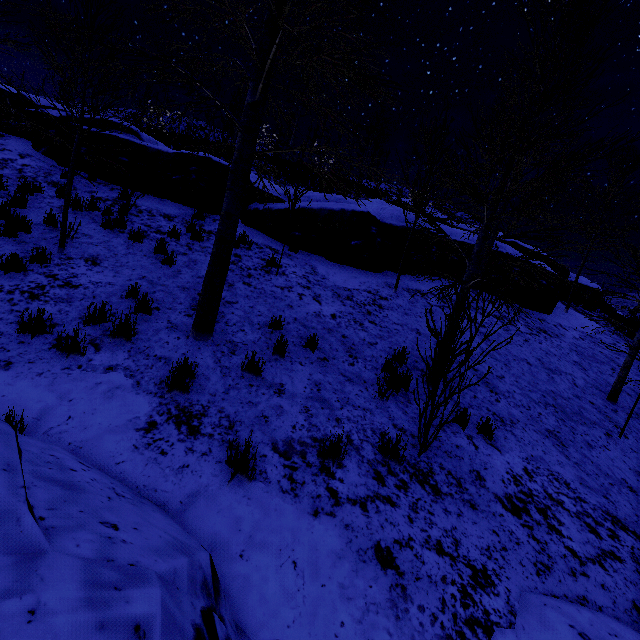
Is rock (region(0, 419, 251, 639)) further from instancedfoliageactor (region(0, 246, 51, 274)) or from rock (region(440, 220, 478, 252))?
rock (region(440, 220, 478, 252))

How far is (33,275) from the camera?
5.2 meters

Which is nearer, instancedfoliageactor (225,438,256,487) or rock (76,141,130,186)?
instancedfoliageactor (225,438,256,487)

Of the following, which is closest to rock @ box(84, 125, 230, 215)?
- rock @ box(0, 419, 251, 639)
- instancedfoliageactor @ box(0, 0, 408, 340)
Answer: instancedfoliageactor @ box(0, 0, 408, 340)

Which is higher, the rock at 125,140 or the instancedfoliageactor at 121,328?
Result: the rock at 125,140

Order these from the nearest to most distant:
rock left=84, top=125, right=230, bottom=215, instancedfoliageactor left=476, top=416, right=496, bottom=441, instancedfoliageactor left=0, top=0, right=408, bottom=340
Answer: instancedfoliageactor left=0, top=0, right=408, bottom=340 → instancedfoliageactor left=476, top=416, right=496, bottom=441 → rock left=84, top=125, right=230, bottom=215

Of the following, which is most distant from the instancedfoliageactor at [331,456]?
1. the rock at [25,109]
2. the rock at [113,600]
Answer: the rock at [113,600]
